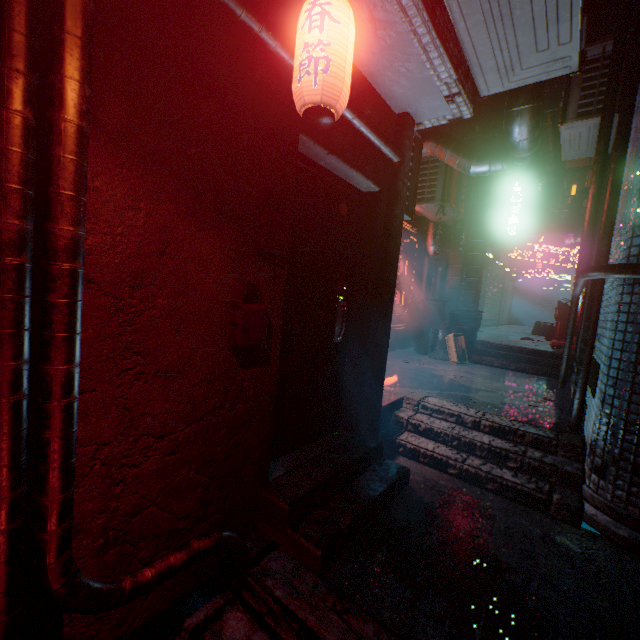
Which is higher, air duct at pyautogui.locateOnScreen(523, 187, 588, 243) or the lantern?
air duct at pyautogui.locateOnScreen(523, 187, 588, 243)

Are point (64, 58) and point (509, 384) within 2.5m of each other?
no

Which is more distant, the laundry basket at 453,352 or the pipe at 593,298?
the laundry basket at 453,352

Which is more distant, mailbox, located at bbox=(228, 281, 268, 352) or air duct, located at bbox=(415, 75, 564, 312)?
air duct, located at bbox=(415, 75, 564, 312)

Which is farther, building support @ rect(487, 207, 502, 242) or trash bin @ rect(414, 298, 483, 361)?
building support @ rect(487, 207, 502, 242)

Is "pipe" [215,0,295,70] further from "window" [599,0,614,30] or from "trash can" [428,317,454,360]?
"window" [599,0,614,30]

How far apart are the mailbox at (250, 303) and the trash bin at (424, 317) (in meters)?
5.49

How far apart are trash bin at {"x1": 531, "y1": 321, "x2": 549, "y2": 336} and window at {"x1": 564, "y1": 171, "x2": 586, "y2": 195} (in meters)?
12.38
